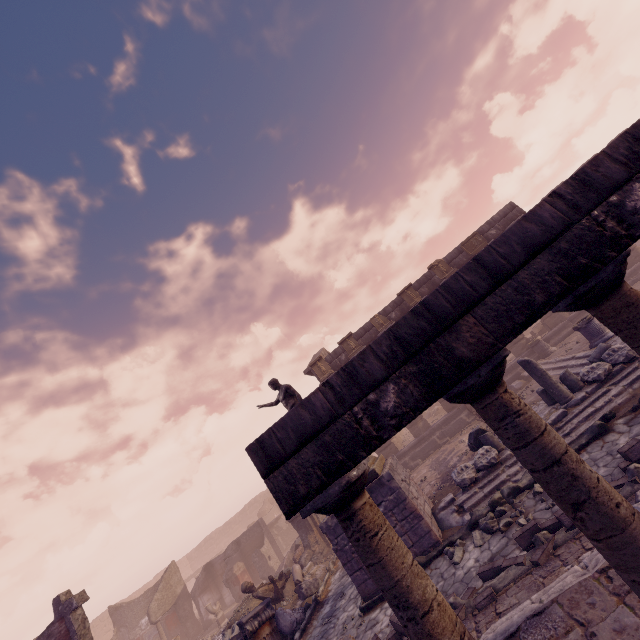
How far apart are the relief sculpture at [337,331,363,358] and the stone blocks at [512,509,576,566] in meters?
12.8

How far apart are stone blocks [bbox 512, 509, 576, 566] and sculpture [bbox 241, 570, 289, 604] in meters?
8.8

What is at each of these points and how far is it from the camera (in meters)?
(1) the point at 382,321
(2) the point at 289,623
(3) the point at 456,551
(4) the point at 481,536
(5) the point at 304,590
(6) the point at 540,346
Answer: (1) relief sculpture, 18.23
(2) sculpture, 8.93
(3) rocks, 6.77
(4) rocks, 6.74
(5) debris pile, 10.52
(6) column base, 15.04

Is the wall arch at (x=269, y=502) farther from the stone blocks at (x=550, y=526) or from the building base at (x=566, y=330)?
the stone blocks at (x=550, y=526)

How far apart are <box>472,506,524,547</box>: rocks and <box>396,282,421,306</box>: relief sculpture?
11.92m

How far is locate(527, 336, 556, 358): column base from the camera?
14.8m

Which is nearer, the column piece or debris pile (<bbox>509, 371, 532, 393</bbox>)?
the column piece

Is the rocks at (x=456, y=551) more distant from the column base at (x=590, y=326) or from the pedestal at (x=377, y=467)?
the column base at (x=590, y=326)
